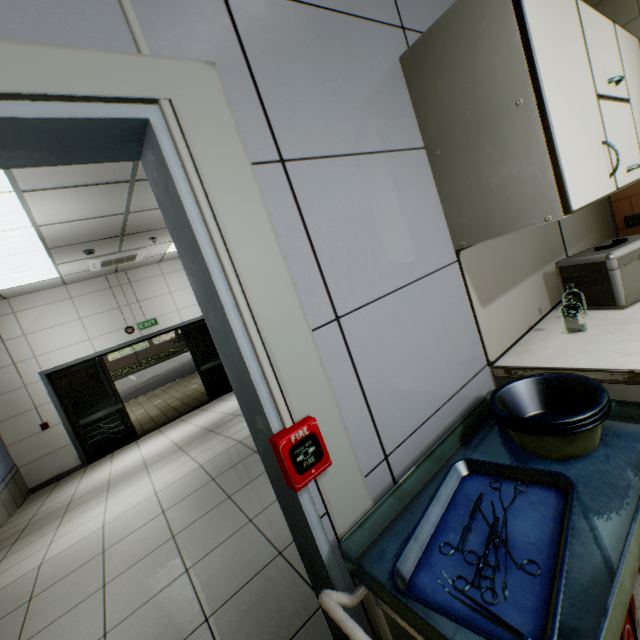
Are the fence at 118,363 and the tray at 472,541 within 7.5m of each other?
no

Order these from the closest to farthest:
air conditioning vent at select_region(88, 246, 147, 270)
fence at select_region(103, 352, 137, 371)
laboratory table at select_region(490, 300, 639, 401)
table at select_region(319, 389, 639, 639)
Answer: table at select_region(319, 389, 639, 639), laboratory table at select_region(490, 300, 639, 401), air conditioning vent at select_region(88, 246, 147, 270), fence at select_region(103, 352, 137, 371)

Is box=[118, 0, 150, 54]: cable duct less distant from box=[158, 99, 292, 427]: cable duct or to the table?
box=[158, 99, 292, 427]: cable duct

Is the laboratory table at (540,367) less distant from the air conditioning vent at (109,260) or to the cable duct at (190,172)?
the cable duct at (190,172)

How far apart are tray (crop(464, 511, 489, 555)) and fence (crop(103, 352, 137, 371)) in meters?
39.5

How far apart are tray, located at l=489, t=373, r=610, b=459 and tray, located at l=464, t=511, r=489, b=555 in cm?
11

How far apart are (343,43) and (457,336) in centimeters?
117cm

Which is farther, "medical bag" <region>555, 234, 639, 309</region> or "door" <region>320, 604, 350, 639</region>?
"medical bag" <region>555, 234, 639, 309</region>
